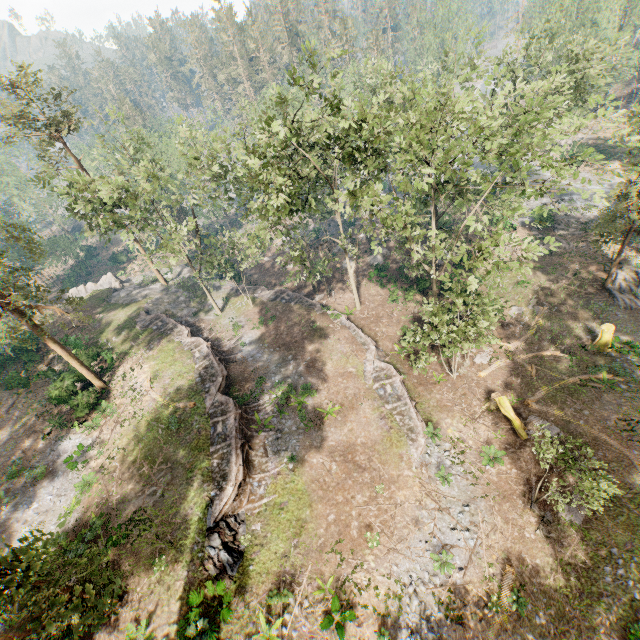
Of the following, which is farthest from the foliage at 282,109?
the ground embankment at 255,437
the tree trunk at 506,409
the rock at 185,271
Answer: the tree trunk at 506,409

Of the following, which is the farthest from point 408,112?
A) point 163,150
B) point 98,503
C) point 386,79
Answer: point 163,150

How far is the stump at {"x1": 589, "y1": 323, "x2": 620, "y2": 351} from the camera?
24.0m

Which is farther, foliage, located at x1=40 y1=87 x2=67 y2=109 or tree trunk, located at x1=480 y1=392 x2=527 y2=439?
foliage, located at x1=40 y1=87 x2=67 y2=109

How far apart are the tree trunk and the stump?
9.1 meters

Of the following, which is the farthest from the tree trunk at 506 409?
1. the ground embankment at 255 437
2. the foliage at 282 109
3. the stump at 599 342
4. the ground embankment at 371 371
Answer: the ground embankment at 255 437

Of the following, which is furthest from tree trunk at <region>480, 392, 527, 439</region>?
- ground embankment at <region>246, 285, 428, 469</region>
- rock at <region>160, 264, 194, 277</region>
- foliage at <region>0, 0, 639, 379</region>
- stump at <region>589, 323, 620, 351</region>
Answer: rock at <region>160, 264, 194, 277</region>

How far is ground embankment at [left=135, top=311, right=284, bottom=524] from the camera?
19.2 meters
